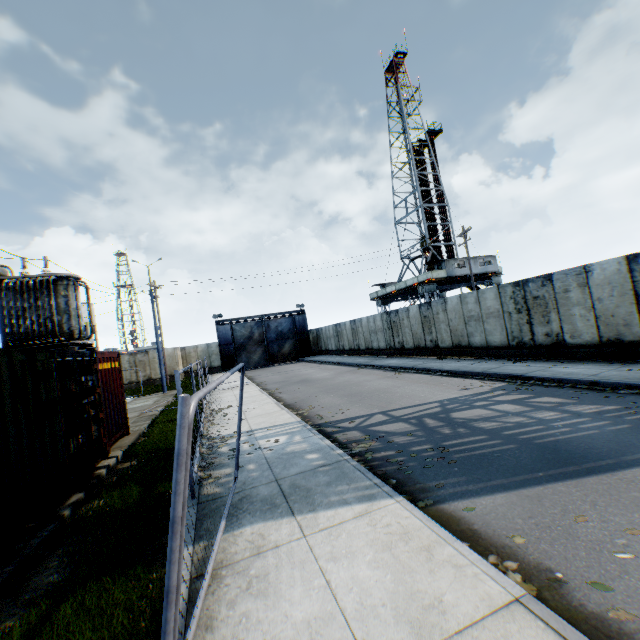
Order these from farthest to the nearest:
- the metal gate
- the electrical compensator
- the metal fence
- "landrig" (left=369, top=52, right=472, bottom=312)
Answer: the metal gate < "landrig" (left=369, top=52, right=472, bottom=312) < the electrical compensator < the metal fence

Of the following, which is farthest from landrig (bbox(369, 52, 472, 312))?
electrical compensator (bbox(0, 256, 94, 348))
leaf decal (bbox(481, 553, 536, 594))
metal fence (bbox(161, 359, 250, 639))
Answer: leaf decal (bbox(481, 553, 536, 594))

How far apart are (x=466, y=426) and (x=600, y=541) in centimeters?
408cm

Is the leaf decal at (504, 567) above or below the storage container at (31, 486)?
below

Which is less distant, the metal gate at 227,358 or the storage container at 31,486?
the storage container at 31,486

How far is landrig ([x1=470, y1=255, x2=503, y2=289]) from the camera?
33.84m

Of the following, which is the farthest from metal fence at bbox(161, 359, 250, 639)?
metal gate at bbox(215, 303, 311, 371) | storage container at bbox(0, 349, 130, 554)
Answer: metal gate at bbox(215, 303, 311, 371)

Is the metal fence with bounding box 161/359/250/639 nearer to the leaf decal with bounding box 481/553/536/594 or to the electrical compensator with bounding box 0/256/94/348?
the leaf decal with bounding box 481/553/536/594
